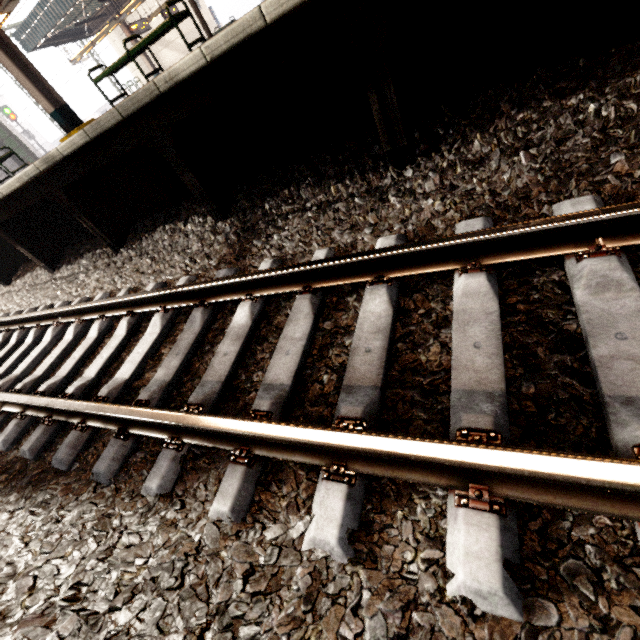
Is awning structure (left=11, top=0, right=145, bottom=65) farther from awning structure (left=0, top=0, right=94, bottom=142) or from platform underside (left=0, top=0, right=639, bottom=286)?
platform underside (left=0, top=0, right=639, bottom=286)

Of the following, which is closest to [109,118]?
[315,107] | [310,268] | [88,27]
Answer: [315,107]

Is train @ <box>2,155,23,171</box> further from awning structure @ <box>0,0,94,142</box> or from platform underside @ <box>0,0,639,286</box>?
platform underside @ <box>0,0,639,286</box>

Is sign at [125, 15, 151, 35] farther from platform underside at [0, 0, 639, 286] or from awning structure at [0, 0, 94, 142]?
platform underside at [0, 0, 639, 286]

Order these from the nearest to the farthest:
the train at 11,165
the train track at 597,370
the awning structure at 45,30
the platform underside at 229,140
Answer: the train track at 597,370 → the platform underside at 229,140 → the awning structure at 45,30 → the train at 11,165

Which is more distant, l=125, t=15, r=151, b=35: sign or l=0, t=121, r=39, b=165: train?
l=0, t=121, r=39, b=165: train

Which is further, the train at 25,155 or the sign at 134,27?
the train at 25,155

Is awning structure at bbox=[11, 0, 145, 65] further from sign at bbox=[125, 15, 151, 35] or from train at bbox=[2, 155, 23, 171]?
train at bbox=[2, 155, 23, 171]
